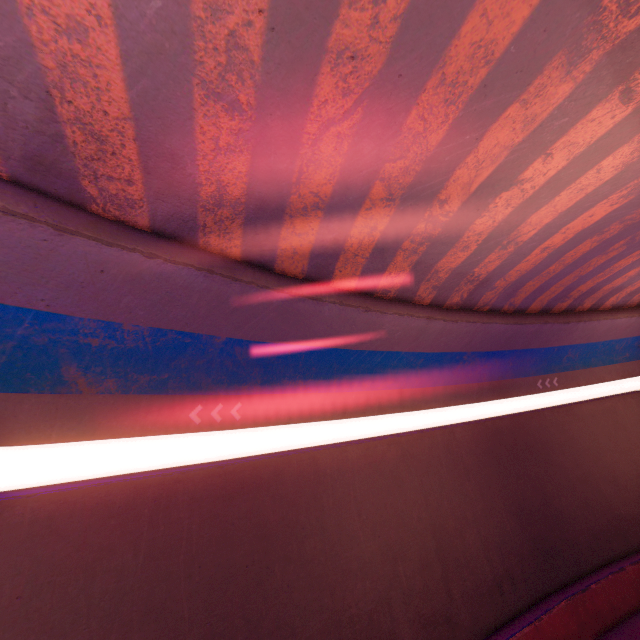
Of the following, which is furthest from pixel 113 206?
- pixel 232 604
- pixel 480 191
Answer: pixel 232 604
